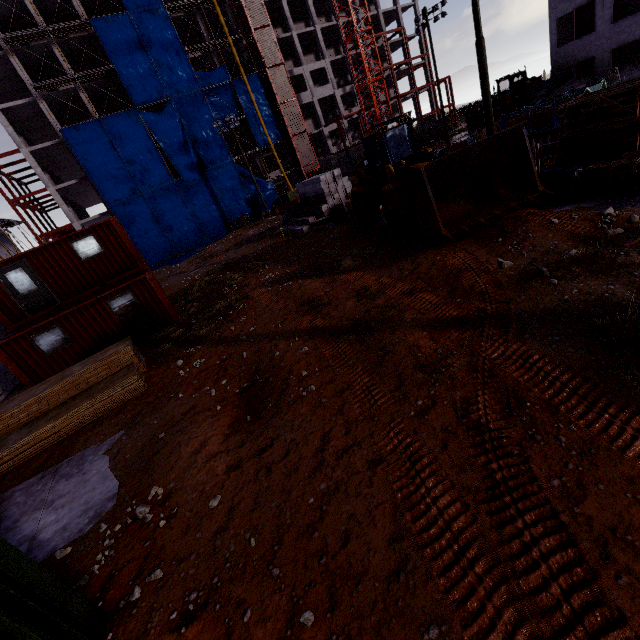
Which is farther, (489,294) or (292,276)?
(292,276)

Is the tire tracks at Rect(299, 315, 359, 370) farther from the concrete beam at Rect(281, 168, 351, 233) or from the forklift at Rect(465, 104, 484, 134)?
the forklift at Rect(465, 104, 484, 134)

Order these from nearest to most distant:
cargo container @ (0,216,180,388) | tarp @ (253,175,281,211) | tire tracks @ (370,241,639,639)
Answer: tire tracks @ (370,241,639,639) < cargo container @ (0,216,180,388) < tarp @ (253,175,281,211)

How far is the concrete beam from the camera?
22.98m

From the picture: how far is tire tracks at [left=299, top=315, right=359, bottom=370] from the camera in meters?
7.4 m

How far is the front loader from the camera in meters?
10.0 m

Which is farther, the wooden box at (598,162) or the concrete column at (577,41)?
the concrete column at (577,41)

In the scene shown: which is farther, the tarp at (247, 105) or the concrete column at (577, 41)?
the tarp at (247, 105)
